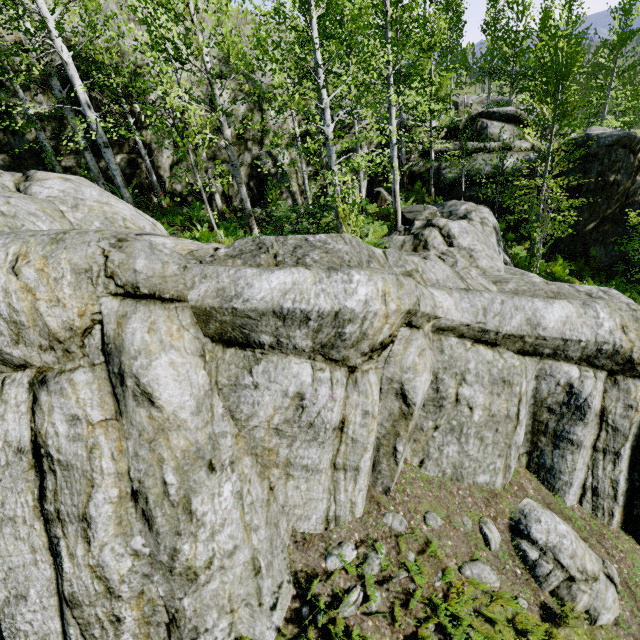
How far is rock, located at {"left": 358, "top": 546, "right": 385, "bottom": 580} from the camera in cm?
509

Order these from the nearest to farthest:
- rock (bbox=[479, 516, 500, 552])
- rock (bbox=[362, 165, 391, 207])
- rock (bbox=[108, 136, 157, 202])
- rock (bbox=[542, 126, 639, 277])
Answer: rock (bbox=[479, 516, 500, 552])
rock (bbox=[108, 136, 157, 202])
rock (bbox=[542, 126, 639, 277])
rock (bbox=[362, 165, 391, 207])

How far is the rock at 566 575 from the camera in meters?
5.6 m

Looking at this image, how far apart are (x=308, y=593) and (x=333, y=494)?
1.39m

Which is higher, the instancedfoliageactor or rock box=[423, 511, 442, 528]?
the instancedfoliageactor

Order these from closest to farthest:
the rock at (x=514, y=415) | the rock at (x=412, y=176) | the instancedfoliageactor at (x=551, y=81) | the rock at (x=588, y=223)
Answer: the rock at (x=514, y=415) < the instancedfoliageactor at (x=551, y=81) < the rock at (x=588, y=223) < the rock at (x=412, y=176)

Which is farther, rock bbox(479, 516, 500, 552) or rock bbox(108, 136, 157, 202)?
rock bbox(108, 136, 157, 202)
